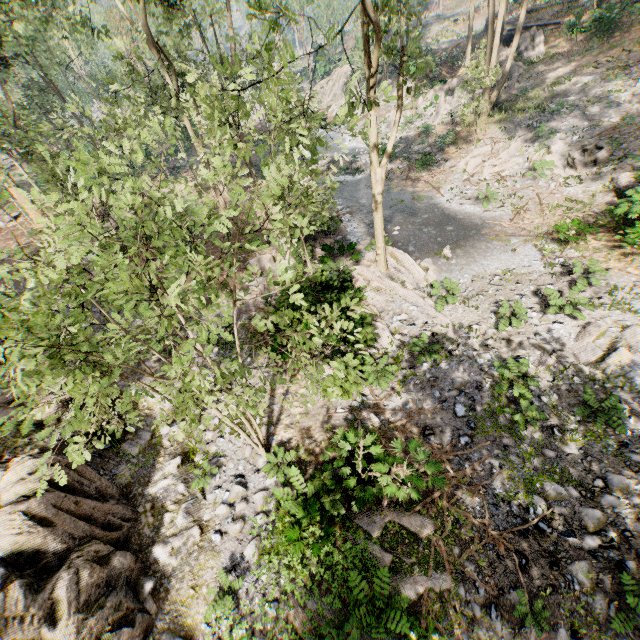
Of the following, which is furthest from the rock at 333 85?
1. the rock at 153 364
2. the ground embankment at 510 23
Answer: the rock at 153 364

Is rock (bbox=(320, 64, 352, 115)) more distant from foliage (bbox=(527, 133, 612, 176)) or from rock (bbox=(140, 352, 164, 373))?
rock (bbox=(140, 352, 164, 373))

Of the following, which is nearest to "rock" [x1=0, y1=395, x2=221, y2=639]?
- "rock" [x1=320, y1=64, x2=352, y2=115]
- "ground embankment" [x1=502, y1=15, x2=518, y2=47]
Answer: "rock" [x1=320, y1=64, x2=352, y2=115]

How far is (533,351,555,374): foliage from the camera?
10.5m

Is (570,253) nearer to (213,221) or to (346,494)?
(346,494)

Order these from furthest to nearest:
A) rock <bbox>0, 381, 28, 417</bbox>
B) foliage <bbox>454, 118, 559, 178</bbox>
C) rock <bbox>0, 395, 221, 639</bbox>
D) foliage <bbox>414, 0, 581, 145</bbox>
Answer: foliage <bbox>454, 118, 559, 178</bbox> → foliage <bbox>414, 0, 581, 145</bbox> → rock <bbox>0, 381, 28, 417</bbox> → rock <bbox>0, 395, 221, 639</bbox>

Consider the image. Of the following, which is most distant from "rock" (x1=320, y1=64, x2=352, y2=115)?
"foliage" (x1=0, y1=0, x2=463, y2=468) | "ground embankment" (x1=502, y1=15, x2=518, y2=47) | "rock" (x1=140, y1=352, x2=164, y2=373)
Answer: "rock" (x1=140, y1=352, x2=164, y2=373)

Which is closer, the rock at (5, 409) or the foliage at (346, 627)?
the foliage at (346, 627)
